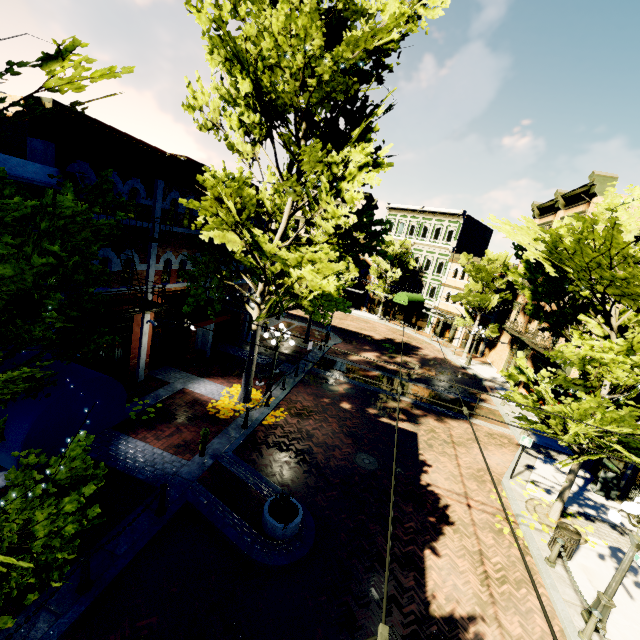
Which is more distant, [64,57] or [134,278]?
[134,278]

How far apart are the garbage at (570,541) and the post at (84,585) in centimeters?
1217cm

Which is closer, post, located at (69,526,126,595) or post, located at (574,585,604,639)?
post, located at (69,526,126,595)

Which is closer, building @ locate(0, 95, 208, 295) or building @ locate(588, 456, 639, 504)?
building @ locate(0, 95, 208, 295)

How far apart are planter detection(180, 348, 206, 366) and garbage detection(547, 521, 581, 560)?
15.7m

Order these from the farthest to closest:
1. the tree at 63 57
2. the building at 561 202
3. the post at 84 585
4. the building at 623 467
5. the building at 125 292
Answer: the building at 561 202 → the building at 623 467 → the building at 125 292 → the post at 84 585 → the tree at 63 57

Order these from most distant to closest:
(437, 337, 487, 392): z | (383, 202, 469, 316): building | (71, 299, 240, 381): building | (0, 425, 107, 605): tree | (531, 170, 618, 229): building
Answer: (383, 202, 469, 316): building, (437, 337, 487, 392): z, (531, 170, 618, 229): building, (71, 299, 240, 381): building, (0, 425, 107, 605): tree

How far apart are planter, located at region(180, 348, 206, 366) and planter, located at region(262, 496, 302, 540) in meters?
9.4
